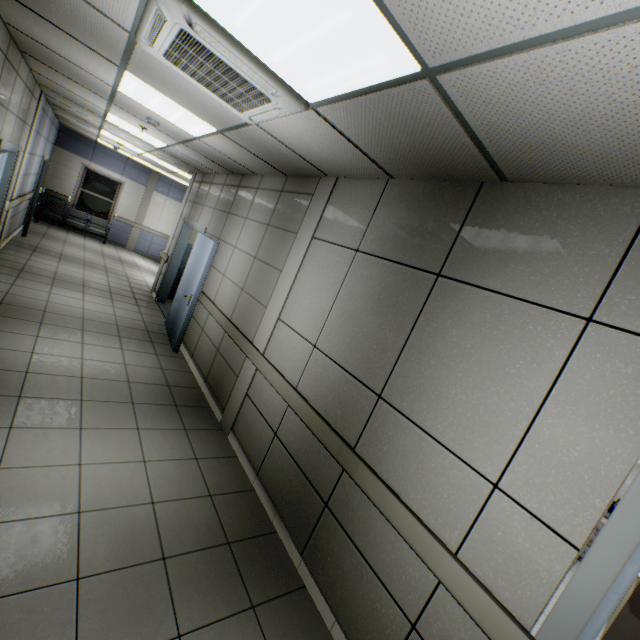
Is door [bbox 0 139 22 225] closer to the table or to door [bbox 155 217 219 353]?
door [bbox 155 217 219 353]

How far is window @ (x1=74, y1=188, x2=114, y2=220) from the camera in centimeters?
1179cm

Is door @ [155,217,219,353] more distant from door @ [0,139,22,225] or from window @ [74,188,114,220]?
window @ [74,188,114,220]

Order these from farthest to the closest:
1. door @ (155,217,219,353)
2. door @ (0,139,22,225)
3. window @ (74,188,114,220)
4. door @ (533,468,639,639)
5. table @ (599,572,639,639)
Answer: window @ (74,188,114,220), door @ (155,217,219,353), door @ (0,139,22,225), table @ (599,572,639,639), door @ (533,468,639,639)

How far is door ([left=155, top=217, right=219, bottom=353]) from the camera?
5.4m

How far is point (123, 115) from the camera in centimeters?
507cm

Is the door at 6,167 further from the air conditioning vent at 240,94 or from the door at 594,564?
the door at 594,564

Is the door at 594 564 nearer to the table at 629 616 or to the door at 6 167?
the table at 629 616
